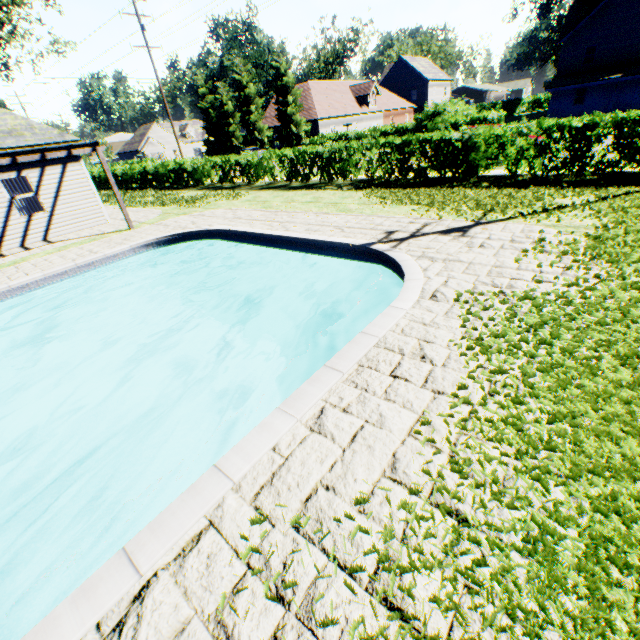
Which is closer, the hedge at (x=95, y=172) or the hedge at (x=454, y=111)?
the hedge at (x=454, y=111)

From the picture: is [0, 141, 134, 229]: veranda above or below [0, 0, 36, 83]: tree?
below

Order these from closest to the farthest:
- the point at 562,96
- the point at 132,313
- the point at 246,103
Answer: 1. the point at 132,313
2. the point at 562,96
3. the point at 246,103

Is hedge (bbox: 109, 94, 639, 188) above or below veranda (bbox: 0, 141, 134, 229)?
below

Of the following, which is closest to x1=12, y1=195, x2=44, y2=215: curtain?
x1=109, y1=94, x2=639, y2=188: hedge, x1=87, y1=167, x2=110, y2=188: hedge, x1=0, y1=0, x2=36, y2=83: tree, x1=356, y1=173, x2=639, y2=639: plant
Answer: x1=109, y1=94, x2=639, y2=188: hedge

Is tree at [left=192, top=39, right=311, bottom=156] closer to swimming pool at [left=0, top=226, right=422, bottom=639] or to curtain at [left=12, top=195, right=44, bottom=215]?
swimming pool at [left=0, top=226, right=422, bottom=639]

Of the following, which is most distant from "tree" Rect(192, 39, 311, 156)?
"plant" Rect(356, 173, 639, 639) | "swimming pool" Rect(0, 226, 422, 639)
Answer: "swimming pool" Rect(0, 226, 422, 639)

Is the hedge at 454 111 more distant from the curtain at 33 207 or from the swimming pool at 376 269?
the curtain at 33 207
